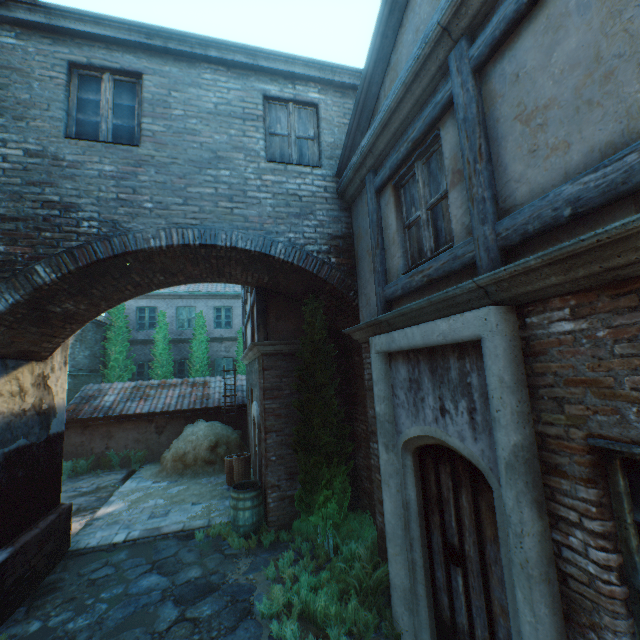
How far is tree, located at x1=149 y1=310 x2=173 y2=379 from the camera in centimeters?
1628cm

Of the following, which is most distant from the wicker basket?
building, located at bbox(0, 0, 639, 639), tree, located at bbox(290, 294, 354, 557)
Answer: tree, located at bbox(290, 294, 354, 557)

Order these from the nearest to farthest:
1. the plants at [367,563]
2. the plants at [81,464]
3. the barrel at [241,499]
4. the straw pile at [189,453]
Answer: the plants at [367,563]
the barrel at [241,499]
the straw pile at [189,453]
the plants at [81,464]

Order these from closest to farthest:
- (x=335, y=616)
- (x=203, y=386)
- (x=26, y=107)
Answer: (x=335, y=616) < (x=26, y=107) < (x=203, y=386)

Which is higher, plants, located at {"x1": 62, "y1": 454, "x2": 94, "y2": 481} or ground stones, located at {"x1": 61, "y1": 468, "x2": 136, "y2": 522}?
plants, located at {"x1": 62, "y1": 454, "x2": 94, "y2": 481}

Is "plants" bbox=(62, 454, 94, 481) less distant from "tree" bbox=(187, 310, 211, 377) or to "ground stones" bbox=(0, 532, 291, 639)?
"tree" bbox=(187, 310, 211, 377)

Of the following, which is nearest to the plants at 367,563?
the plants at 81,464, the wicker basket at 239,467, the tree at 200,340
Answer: the wicker basket at 239,467

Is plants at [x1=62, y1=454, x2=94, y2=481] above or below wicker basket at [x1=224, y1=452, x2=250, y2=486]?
below
